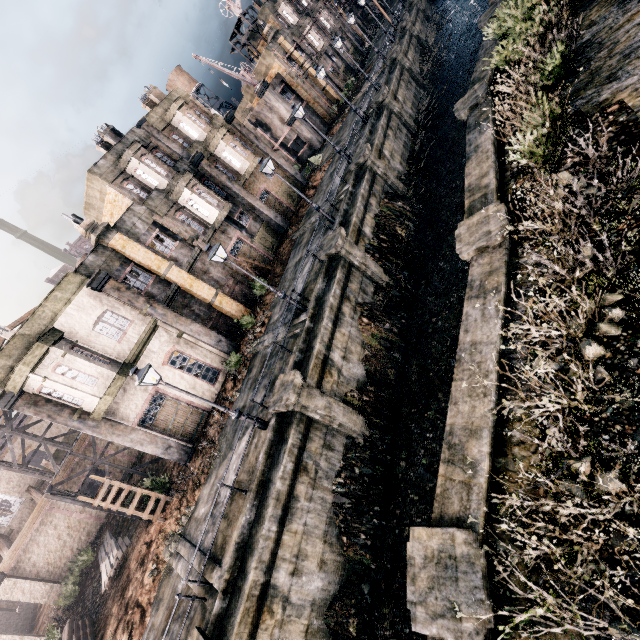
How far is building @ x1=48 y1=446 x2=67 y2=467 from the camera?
27.6m

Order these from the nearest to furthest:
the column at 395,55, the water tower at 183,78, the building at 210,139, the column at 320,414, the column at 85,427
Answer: the column at 320,414 < the column at 85,427 < the building at 210,139 < the column at 395,55 < the water tower at 183,78

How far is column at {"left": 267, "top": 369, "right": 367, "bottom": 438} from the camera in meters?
13.1

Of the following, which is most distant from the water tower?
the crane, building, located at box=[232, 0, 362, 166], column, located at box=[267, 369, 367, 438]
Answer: column, located at box=[267, 369, 367, 438]

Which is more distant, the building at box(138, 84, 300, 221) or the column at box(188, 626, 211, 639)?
the building at box(138, 84, 300, 221)

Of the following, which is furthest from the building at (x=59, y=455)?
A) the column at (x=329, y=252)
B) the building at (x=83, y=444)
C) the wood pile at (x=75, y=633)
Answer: the column at (x=329, y=252)

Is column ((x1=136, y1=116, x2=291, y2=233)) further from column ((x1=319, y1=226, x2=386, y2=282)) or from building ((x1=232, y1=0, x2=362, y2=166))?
building ((x1=232, y1=0, x2=362, y2=166))

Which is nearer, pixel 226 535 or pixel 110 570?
pixel 226 535
